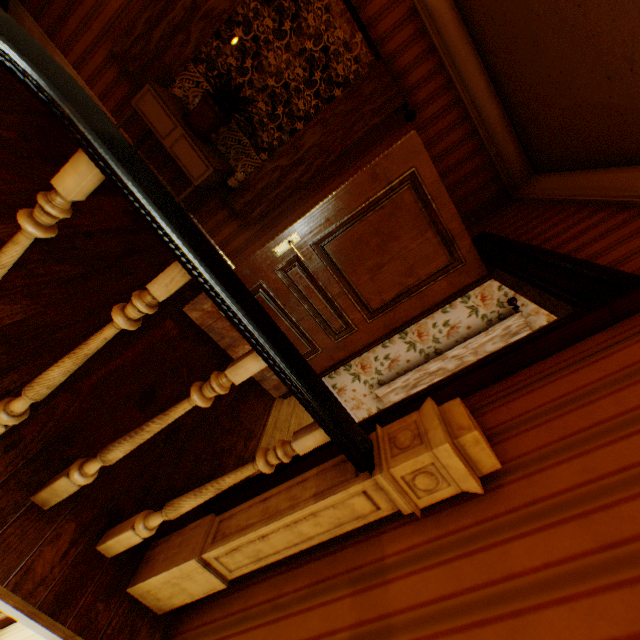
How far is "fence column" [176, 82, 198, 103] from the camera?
15.1 meters

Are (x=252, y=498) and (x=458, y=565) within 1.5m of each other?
yes

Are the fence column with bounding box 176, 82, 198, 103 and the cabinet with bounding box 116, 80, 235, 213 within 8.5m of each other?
no

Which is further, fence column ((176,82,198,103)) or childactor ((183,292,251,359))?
fence column ((176,82,198,103))

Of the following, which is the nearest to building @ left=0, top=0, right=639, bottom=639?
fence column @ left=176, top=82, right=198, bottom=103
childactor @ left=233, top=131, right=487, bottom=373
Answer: childactor @ left=233, top=131, right=487, bottom=373

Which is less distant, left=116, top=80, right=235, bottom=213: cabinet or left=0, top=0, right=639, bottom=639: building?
left=0, top=0, right=639, bottom=639: building

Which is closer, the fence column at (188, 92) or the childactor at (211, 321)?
the childactor at (211, 321)

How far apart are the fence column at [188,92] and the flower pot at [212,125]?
15.8m
